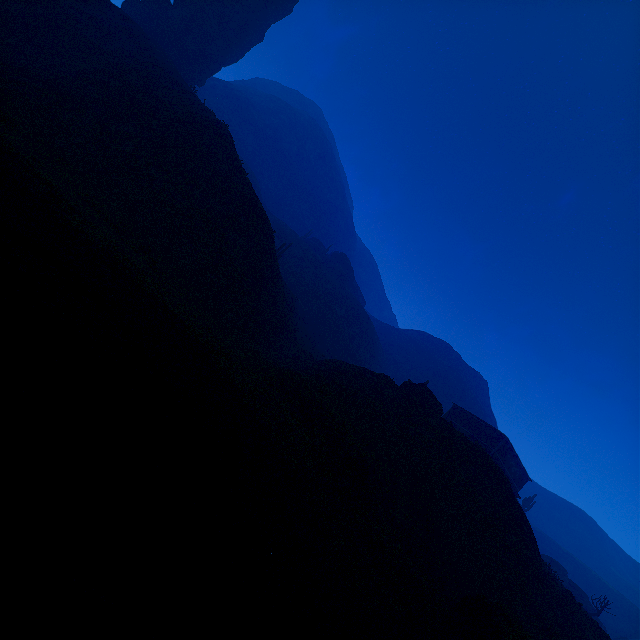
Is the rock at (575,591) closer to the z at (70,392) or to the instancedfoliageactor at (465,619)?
the z at (70,392)

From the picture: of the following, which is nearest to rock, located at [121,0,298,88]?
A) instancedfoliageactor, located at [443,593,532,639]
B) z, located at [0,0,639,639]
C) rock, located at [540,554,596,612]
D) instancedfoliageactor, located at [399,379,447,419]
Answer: z, located at [0,0,639,639]

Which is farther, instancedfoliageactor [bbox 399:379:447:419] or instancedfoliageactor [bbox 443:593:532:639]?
instancedfoliageactor [bbox 399:379:447:419]

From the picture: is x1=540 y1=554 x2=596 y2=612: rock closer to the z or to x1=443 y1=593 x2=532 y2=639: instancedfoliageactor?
the z

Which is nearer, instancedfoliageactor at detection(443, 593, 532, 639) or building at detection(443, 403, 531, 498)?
instancedfoliageactor at detection(443, 593, 532, 639)

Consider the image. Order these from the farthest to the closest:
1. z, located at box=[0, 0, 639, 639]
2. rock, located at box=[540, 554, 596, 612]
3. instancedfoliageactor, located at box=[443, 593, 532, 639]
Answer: rock, located at box=[540, 554, 596, 612] < instancedfoliageactor, located at box=[443, 593, 532, 639] < z, located at box=[0, 0, 639, 639]

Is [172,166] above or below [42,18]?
below

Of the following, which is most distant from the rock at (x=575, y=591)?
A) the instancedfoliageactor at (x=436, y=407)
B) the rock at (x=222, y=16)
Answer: the rock at (x=222, y=16)
